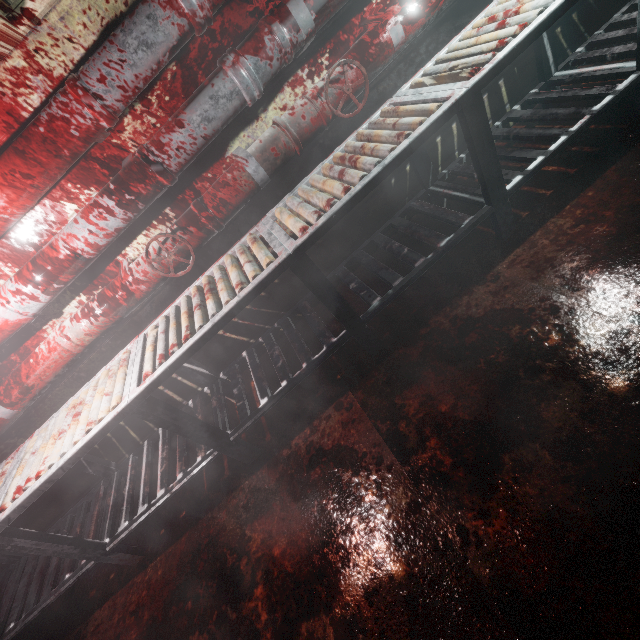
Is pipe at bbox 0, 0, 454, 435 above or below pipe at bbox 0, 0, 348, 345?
below

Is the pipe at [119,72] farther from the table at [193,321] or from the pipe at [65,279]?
the table at [193,321]

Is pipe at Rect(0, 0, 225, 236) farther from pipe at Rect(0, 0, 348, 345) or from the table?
the table

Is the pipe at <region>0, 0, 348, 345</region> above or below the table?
above

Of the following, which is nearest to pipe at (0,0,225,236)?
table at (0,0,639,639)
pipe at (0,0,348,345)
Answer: pipe at (0,0,348,345)

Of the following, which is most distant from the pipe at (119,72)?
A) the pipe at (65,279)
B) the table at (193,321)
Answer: the table at (193,321)

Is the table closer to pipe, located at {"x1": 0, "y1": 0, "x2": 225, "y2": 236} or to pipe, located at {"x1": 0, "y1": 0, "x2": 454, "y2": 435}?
pipe, located at {"x1": 0, "y1": 0, "x2": 454, "y2": 435}

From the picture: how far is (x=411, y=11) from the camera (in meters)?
1.62
